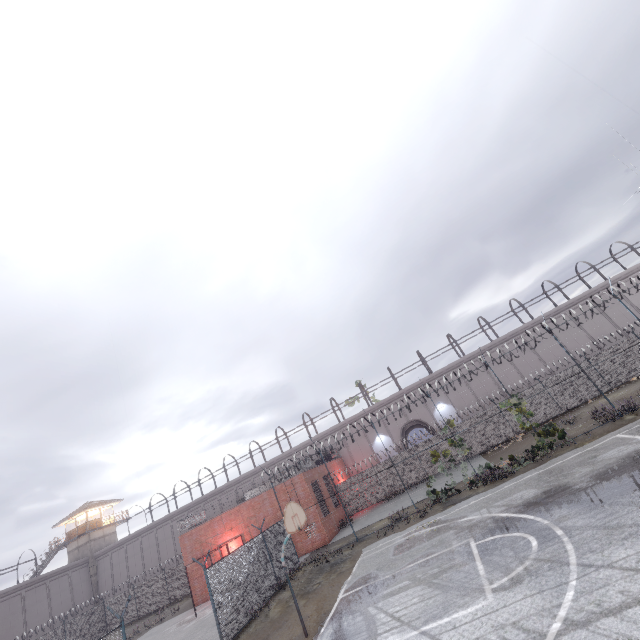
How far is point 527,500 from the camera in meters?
12.2 m

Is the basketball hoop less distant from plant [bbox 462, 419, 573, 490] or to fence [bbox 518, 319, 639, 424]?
fence [bbox 518, 319, 639, 424]

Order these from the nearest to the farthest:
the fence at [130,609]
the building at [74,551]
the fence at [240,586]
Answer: the fence at [240,586], the fence at [130,609], the building at [74,551]

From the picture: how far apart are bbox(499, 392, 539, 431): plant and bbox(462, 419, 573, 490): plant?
1.45m

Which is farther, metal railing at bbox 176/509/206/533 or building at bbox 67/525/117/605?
building at bbox 67/525/117/605

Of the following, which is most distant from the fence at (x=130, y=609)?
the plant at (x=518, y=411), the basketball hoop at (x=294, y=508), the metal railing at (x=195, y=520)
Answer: the basketball hoop at (x=294, y=508)

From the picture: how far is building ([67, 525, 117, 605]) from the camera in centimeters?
4119cm

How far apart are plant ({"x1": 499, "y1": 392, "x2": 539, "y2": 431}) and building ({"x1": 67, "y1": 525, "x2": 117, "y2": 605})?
53.3 meters
